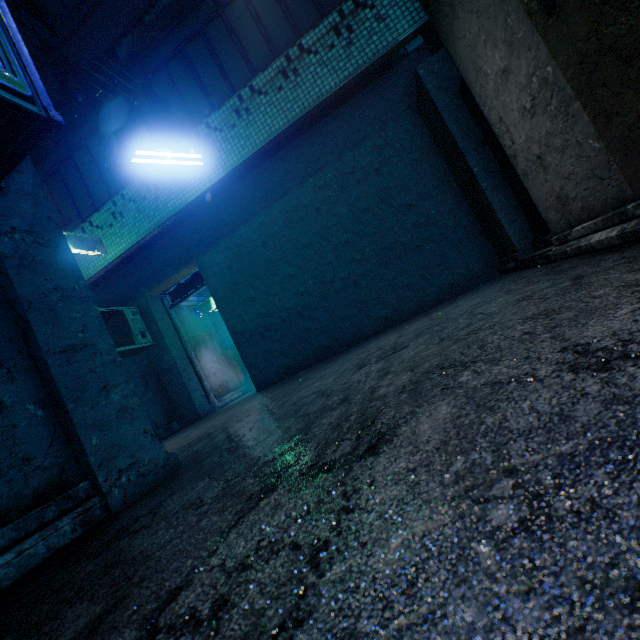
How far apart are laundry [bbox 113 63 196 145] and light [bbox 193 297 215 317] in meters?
4.1 m

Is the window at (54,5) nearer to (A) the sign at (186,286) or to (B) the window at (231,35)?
(B) the window at (231,35)

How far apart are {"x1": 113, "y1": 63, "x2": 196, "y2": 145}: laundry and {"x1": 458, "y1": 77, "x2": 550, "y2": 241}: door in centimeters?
357cm

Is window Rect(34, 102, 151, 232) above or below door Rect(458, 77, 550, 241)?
above

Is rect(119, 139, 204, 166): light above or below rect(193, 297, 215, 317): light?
above

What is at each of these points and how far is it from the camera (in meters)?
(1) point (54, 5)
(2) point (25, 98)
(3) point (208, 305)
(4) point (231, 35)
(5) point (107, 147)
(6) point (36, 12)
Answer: (1) window, 5.66
(2) air conditioner, 1.48
(3) light, 8.52
(4) window, 4.71
(5) window, 5.53
(6) laundry, 2.92

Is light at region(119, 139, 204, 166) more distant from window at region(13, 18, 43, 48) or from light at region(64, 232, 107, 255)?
window at region(13, 18, 43, 48)

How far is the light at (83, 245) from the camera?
5.0 meters
